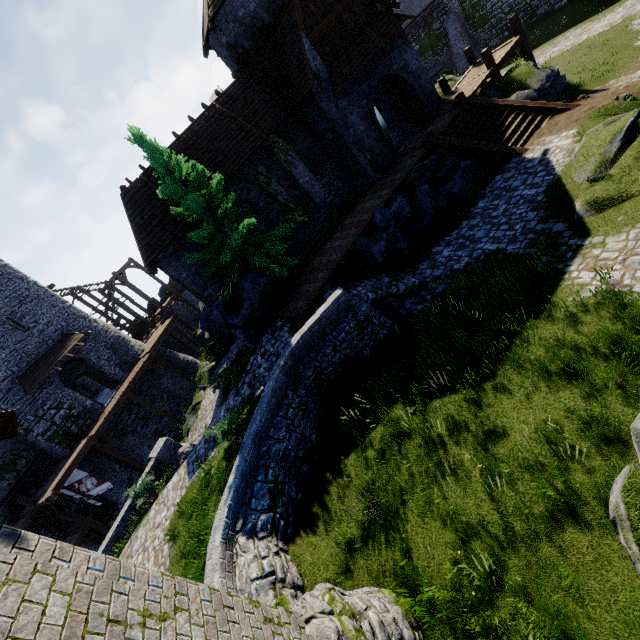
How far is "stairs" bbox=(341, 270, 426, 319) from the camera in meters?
12.4

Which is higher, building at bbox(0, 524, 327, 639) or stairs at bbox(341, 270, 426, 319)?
building at bbox(0, 524, 327, 639)

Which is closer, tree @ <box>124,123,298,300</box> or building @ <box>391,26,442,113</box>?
tree @ <box>124,123,298,300</box>

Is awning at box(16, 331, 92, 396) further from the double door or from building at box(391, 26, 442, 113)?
the double door

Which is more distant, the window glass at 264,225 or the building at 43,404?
the building at 43,404

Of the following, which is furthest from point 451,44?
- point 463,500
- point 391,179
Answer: point 463,500

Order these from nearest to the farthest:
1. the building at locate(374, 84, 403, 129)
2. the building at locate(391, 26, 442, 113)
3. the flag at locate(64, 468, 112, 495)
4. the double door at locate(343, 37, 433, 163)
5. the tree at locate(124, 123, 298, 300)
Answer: the tree at locate(124, 123, 298, 300) → the double door at locate(343, 37, 433, 163) → the building at locate(391, 26, 442, 113) → the flag at locate(64, 468, 112, 495) → the building at locate(374, 84, 403, 129)

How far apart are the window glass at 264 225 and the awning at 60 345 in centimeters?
1721cm
